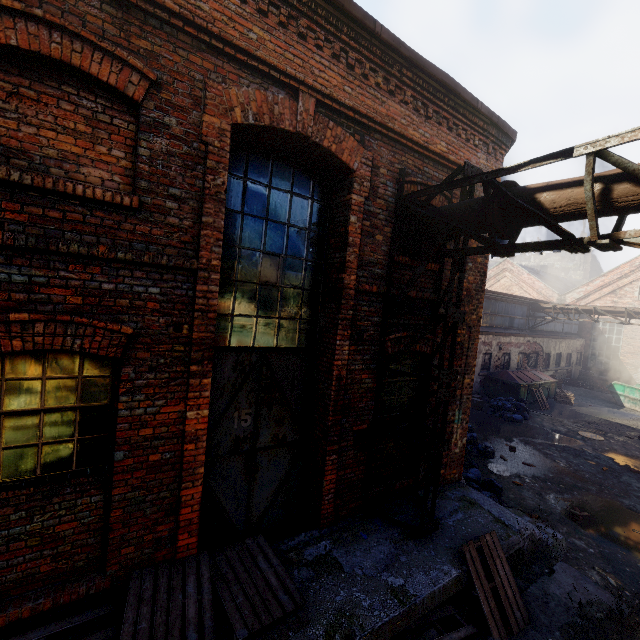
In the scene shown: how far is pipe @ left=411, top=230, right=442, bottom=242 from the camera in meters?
5.2 m

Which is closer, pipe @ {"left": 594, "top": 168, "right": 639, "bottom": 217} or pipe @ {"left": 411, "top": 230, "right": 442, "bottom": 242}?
pipe @ {"left": 594, "top": 168, "right": 639, "bottom": 217}

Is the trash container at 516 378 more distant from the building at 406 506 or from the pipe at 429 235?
the pipe at 429 235

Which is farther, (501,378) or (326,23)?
(501,378)

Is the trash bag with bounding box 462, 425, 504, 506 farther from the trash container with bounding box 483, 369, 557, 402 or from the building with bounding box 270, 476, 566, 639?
the trash container with bounding box 483, 369, 557, 402

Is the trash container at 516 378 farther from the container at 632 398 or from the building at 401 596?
the building at 401 596

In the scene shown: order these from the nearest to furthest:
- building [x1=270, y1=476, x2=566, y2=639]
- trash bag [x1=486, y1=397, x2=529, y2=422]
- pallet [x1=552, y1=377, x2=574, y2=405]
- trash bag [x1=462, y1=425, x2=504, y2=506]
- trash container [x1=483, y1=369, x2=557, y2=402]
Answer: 1. building [x1=270, y1=476, x2=566, y2=639]
2. trash bag [x1=462, y1=425, x2=504, y2=506]
3. trash bag [x1=486, y1=397, x2=529, y2=422]
4. trash container [x1=483, y1=369, x2=557, y2=402]
5. pallet [x1=552, y1=377, x2=574, y2=405]

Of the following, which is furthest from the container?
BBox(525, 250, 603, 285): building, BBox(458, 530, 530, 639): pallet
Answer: BBox(525, 250, 603, 285): building
